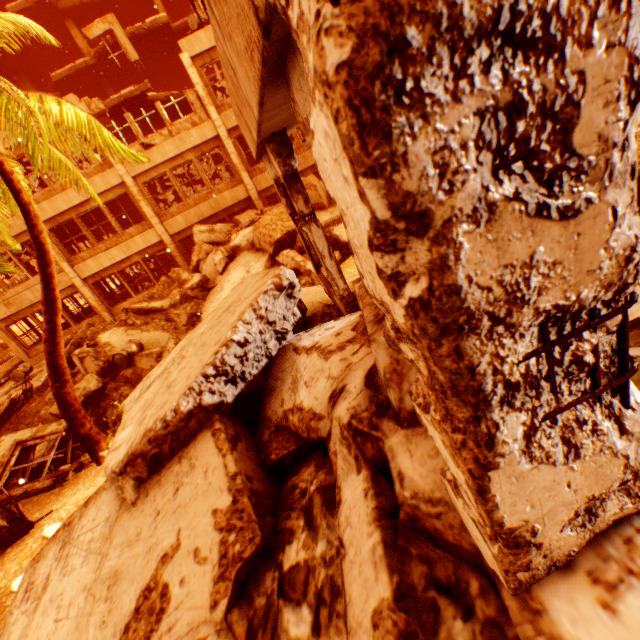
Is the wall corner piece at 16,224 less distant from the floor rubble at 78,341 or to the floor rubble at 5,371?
the floor rubble at 5,371

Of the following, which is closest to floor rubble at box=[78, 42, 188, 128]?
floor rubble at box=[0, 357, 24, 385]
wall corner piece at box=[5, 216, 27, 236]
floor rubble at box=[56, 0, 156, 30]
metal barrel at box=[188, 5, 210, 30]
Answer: floor rubble at box=[56, 0, 156, 30]

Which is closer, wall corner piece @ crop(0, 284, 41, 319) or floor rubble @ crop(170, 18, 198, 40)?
wall corner piece @ crop(0, 284, 41, 319)

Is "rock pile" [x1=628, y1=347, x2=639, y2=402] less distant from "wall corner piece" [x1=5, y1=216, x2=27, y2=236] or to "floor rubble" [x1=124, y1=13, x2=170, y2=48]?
"wall corner piece" [x1=5, y1=216, x2=27, y2=236]

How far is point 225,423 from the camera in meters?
3.1

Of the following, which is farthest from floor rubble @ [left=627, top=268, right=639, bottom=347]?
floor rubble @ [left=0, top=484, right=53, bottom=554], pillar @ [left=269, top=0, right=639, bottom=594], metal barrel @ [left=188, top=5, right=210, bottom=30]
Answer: metal barrel @ [left=188, top=5, right=210, bottom=30]

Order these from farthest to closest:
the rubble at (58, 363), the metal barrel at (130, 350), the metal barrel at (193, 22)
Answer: the metal barrel at (193, 22)
the metal barrel at (130, 350)
the rubble at (58, 363)

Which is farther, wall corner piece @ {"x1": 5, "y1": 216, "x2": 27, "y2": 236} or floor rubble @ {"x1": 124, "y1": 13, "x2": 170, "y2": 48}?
floor rubble @ {"x1": 124, "y1": 13, "x2": 170, "y2": 48}
